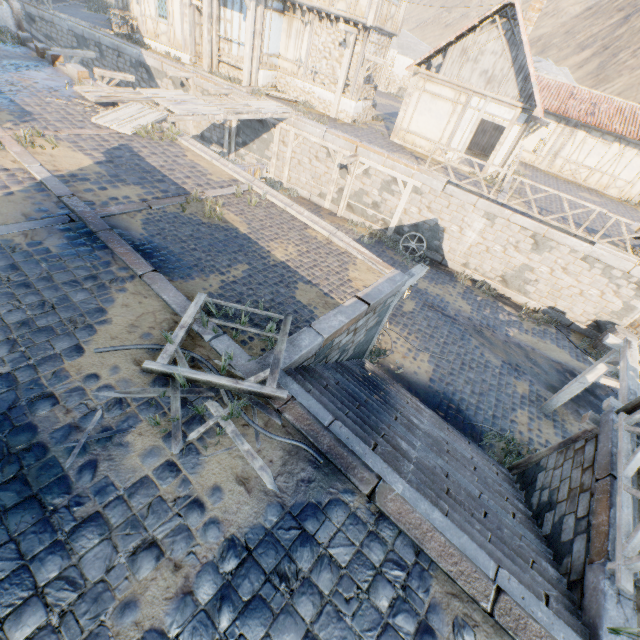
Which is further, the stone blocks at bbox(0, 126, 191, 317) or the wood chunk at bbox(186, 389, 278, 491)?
the stone blocks at bbox(0, 126, 191, 317)

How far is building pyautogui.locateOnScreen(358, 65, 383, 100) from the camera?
17.3m

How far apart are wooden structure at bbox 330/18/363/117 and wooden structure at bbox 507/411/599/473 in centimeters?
1727cm

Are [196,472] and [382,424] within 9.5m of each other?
yes

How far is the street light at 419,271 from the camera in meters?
7.7 m

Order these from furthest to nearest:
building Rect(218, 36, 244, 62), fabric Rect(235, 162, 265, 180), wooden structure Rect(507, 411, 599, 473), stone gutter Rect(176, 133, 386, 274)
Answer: building Rect(218, 36, 244, 62) → fabric Rect(235, 162, 265, 180) → stone gutter Rect(176, 133, 386, 274) → wooden structure Rect(507, 411, 599, 473)

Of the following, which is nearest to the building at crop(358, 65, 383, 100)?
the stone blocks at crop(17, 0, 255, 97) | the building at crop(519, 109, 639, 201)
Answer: the stone blocks at crop(17, 0, 255, 97)

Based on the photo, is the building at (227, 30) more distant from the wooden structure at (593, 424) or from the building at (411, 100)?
the wooden structure at (593, 424)
